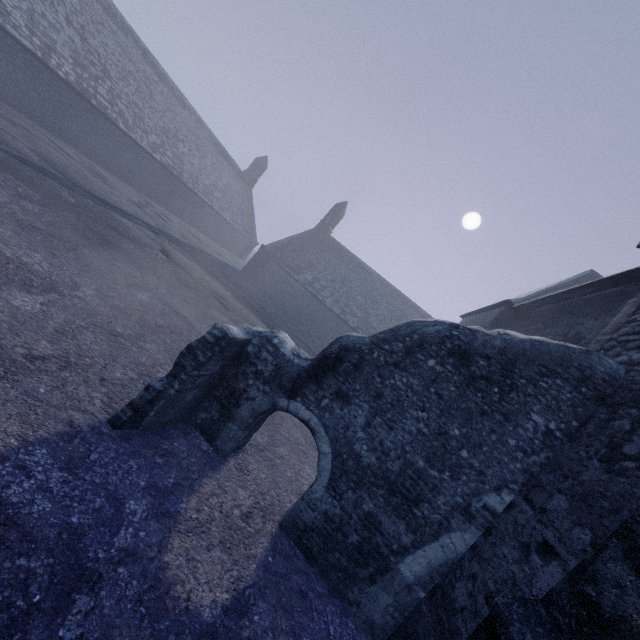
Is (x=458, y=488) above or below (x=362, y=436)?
above

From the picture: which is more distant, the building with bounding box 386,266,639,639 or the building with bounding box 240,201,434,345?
the building with bounding box 240,201,434,345

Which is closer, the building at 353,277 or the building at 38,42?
the building at 38,42

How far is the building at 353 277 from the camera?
29.0m

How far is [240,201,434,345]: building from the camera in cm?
2898

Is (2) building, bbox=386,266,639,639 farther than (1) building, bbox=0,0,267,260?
No

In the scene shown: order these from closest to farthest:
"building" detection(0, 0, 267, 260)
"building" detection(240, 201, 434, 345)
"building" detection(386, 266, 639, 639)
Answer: "building" detection(386, 266, 639, 639) < "building" detection(0, 0, 267, 260) < "building" detection(240, 201, 434, 345)
